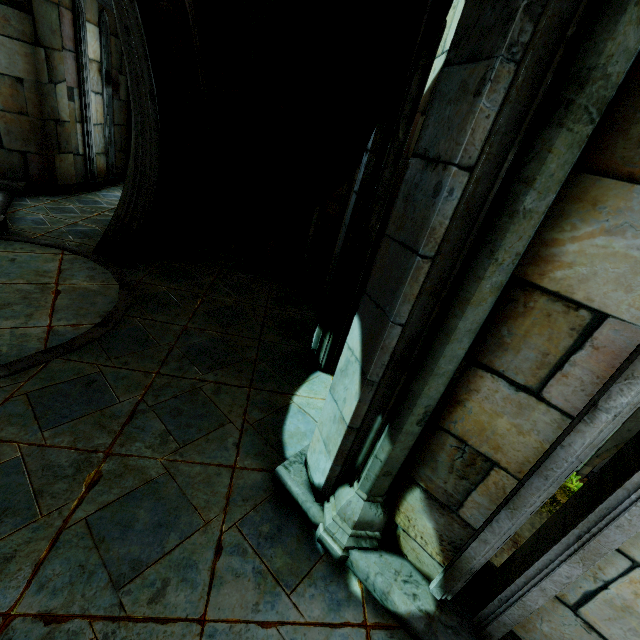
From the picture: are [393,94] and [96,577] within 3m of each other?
no
